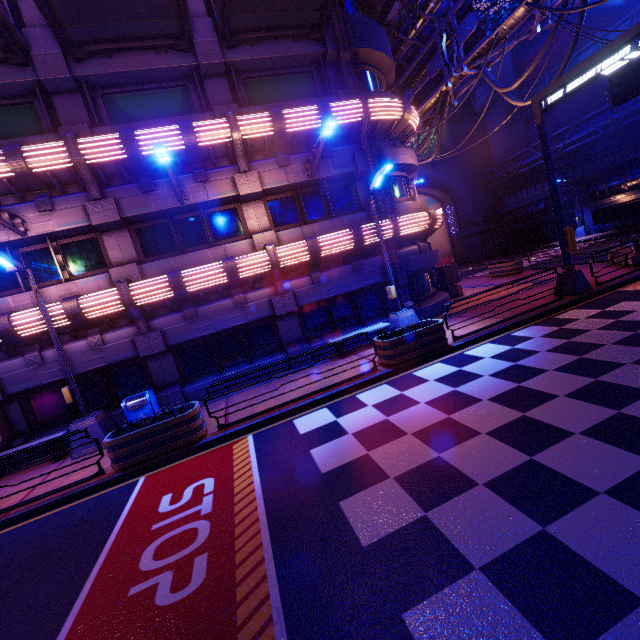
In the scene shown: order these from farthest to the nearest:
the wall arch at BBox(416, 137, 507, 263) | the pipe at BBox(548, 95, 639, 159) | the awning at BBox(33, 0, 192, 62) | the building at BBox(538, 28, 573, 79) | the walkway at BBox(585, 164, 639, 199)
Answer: the wall arch at BBox(416, 137, 507, 263)
the building at BBox(538, 28, 573, 79)
the walkway at BBox(585, 164, 639, 199)
the pipe at BBox(548, 95, 639, 159)
the awning at BBox(33, 0, 192, 62)

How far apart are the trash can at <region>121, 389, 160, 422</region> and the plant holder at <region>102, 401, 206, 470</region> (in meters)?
1.16

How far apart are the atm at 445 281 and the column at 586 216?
24.1 meters

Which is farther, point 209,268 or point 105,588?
point 209,268

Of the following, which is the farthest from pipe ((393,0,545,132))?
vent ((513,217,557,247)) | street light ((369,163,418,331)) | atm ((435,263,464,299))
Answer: vent ((513,217,557,247))

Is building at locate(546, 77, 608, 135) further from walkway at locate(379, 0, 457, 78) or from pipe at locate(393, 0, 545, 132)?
pipe at locate(393, 0, 545, 132)

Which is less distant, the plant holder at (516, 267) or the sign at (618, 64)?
the sign at (618, 64)

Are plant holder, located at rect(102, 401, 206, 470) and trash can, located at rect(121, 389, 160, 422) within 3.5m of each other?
yes
